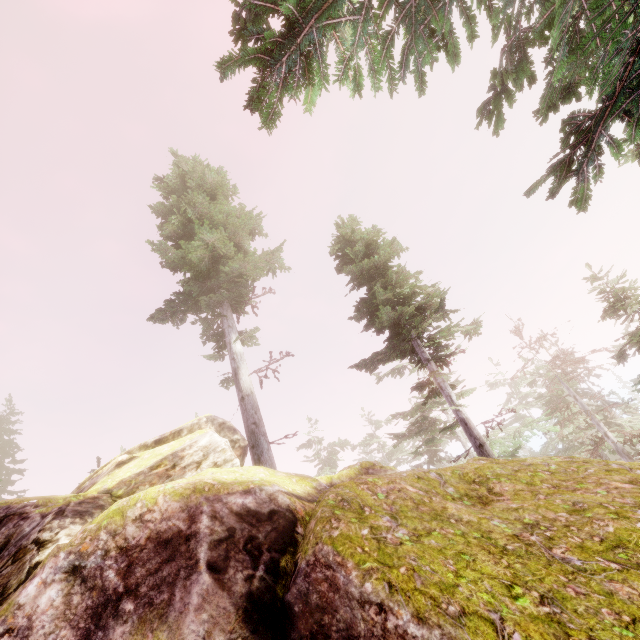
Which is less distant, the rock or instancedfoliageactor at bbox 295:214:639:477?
the rock

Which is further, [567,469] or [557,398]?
[557,398]

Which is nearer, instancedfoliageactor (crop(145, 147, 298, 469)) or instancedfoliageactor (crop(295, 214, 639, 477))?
instancedfoliageactor (crop(295, 214, 639, 477))

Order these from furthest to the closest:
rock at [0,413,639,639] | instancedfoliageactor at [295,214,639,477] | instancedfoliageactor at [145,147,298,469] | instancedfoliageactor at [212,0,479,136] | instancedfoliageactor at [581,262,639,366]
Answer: instancedfoliageactor at [145,147,298,469] → instancedfoliageactor at [581,262,639,366] → instancedfoliageactor at [295,214,639,477] → instancedfoliageactor at [212,0,479,136] → rock at [0,413,639,639]

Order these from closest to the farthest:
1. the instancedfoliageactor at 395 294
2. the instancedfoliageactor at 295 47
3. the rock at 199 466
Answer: the rock at 199 466
the instancedfoliageactor at 295 47
the instancedfoliageactor at 395 294

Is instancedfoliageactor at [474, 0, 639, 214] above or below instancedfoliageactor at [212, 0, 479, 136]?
below

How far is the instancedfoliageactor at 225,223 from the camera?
13.2m
